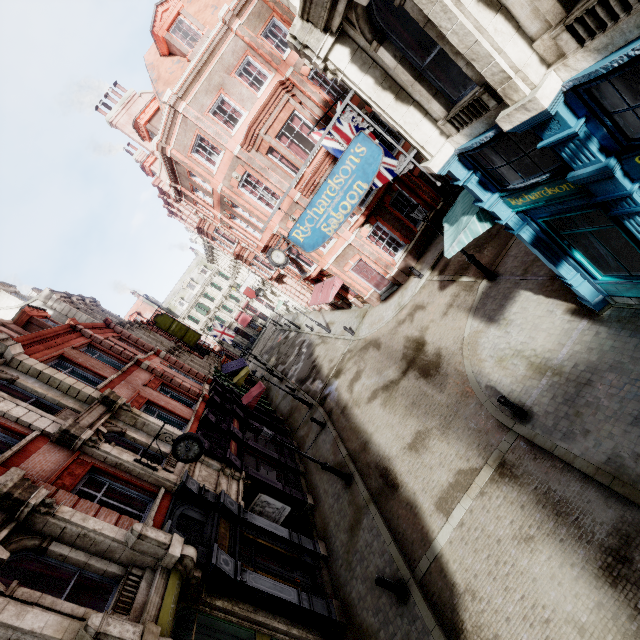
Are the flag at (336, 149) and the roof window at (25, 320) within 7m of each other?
no

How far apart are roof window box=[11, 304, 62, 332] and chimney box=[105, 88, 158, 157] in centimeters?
1399cm

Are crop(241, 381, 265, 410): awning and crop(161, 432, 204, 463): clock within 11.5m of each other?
yes

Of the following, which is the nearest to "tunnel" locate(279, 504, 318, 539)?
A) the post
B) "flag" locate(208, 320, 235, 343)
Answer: the post

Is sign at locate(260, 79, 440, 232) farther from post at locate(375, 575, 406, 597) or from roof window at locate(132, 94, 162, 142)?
roof window at locate(132, 94, 162, 142)

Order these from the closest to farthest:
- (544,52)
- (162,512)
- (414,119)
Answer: (544,52)
(414,119)
(162,512)

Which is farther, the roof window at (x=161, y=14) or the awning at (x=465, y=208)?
the roof window at (x=161, y=14)

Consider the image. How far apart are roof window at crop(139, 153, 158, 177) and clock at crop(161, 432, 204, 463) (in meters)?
25.08
